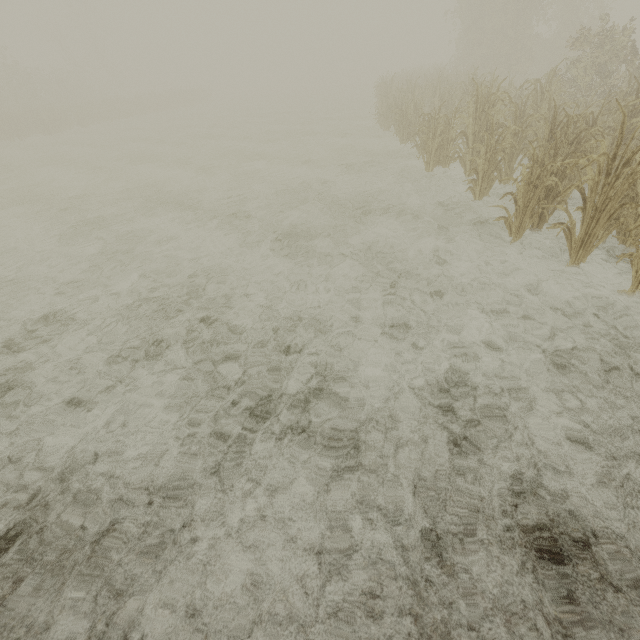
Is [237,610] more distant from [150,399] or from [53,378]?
[53,378]
